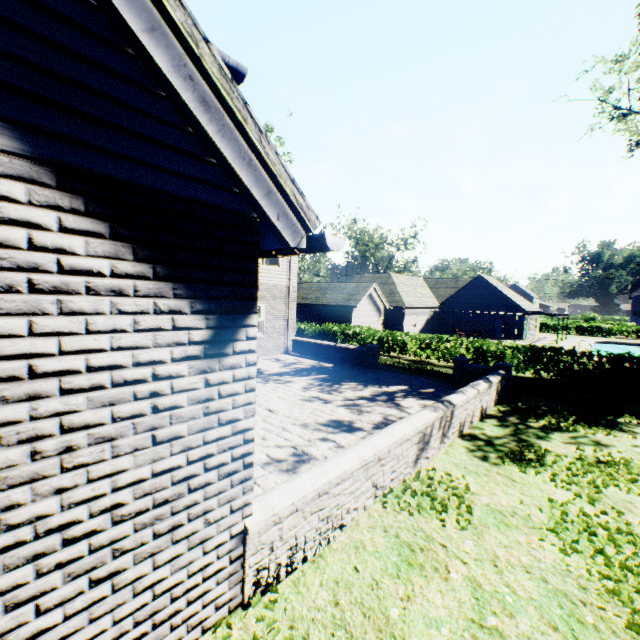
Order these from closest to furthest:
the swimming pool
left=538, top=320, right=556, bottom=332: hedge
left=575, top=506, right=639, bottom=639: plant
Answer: left=575, top=506, right=639, bottom=639: plant
the swimming pool
left=538, top=320, right=556, bottom=332: hedge

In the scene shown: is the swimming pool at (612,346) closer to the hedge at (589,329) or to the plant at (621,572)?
the plant at (621,572)

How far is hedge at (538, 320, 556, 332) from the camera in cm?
5059

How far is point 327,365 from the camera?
14.0 meters

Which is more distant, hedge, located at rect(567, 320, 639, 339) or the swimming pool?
hedge, located at rect(567, 320, 639, 339)

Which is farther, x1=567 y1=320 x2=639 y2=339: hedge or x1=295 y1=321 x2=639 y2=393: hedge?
x1=567 y1=320 x2=639 y2=339: hedge

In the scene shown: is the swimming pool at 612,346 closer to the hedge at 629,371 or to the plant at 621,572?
the plant at 621,572
